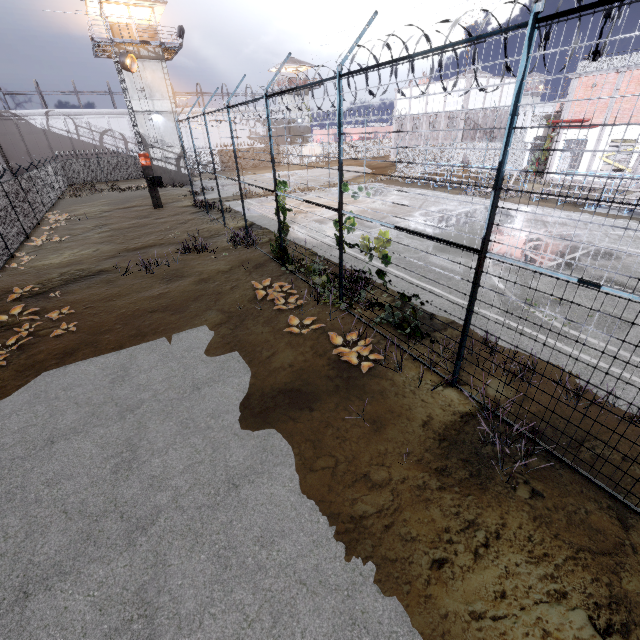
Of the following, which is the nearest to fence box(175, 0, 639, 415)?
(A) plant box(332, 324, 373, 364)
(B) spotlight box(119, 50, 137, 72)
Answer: (A) plant box(332, 324, 373, 364)

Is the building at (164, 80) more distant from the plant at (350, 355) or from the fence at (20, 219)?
the plant at (350, 355)

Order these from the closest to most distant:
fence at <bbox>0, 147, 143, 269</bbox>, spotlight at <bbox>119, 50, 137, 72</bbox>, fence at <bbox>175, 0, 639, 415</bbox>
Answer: fence at <bbox>175, 0, 639, 415</bbox>, fence at <bbox>0, 147, 143, 269</bbox>, spotlight at <bbox>119, 50, 137, 72</bbox>

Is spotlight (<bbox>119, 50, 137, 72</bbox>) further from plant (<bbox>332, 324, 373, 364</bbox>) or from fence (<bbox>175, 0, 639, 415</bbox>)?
plant (<bbox>332, 324, 373, 364</bbox>)

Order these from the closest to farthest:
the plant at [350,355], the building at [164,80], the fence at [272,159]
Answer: the fence at [272,159] < the plant at [350,355] < the building at [164,80]

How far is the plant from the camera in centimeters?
704cm

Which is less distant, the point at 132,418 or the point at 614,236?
the point at 132,418
